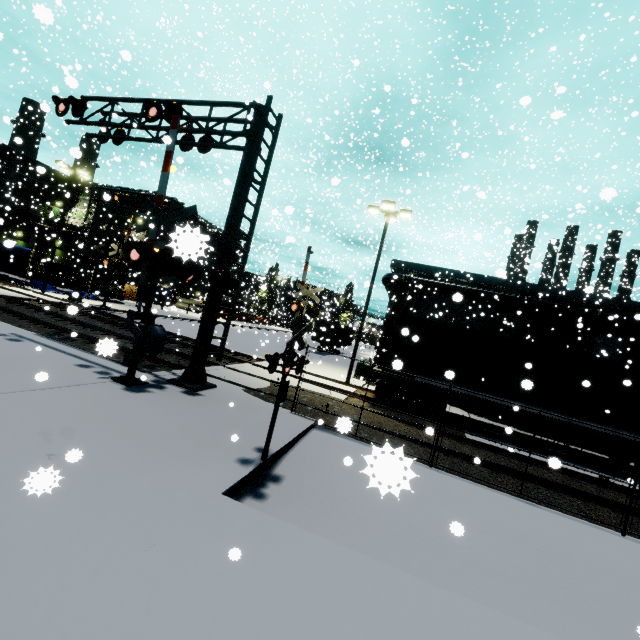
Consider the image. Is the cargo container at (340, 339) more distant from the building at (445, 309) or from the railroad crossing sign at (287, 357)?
the railroad crossing sign at (287, 357)

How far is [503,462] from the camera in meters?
9.9 m

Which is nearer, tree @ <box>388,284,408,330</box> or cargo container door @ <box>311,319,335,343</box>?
cargo container door @ <box>311,319,335,343</box>

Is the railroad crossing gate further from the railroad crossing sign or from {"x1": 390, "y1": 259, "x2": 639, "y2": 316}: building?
the railroad crossing sign

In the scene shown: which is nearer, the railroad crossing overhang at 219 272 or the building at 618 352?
the railroad crossing overhang at 219 272

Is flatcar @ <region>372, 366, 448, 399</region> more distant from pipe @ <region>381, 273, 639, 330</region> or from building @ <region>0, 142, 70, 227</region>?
building @ <region>0, 142, 70, 227</region>

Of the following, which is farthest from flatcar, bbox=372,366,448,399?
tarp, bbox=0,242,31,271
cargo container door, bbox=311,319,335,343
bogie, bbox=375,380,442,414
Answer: tarp, bbox=0,242,31,271

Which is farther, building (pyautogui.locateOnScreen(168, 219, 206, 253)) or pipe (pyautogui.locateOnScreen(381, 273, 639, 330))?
pipe (pyautogui.locateOnScreen(381, 273, 639, 330))
